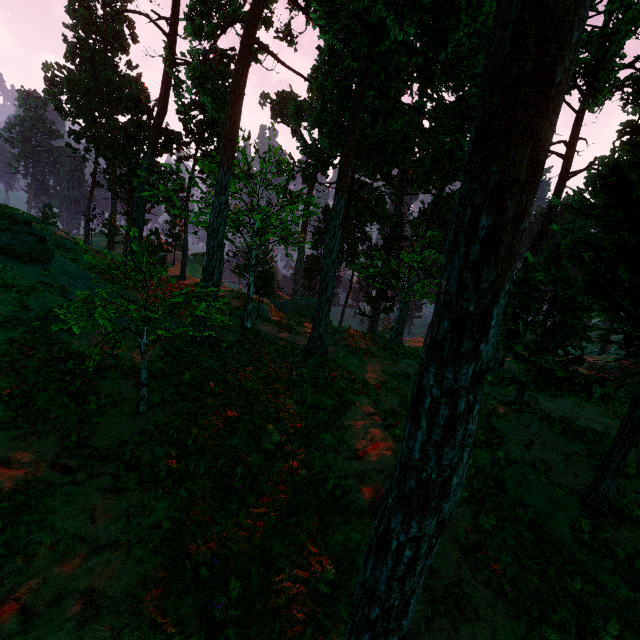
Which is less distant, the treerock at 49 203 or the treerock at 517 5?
the treerock at 517 5

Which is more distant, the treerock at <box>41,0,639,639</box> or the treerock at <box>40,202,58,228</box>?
the treerock at <box>40,202,58,228</box>

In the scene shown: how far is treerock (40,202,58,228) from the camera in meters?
25.0

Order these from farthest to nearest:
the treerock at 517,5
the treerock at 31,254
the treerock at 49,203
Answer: the treerock at 49,203 < the treerock at 31,254 < the treerock at 517,5

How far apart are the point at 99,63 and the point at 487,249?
71.4m

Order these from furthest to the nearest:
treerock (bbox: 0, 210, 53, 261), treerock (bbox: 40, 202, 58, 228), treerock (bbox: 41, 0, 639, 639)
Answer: treerock (bbox: 40, 202, 58, 228) < treerock (bbox: 0, 210, 53, 261) < treerock (bbox: 41, 0, 639, 639)
